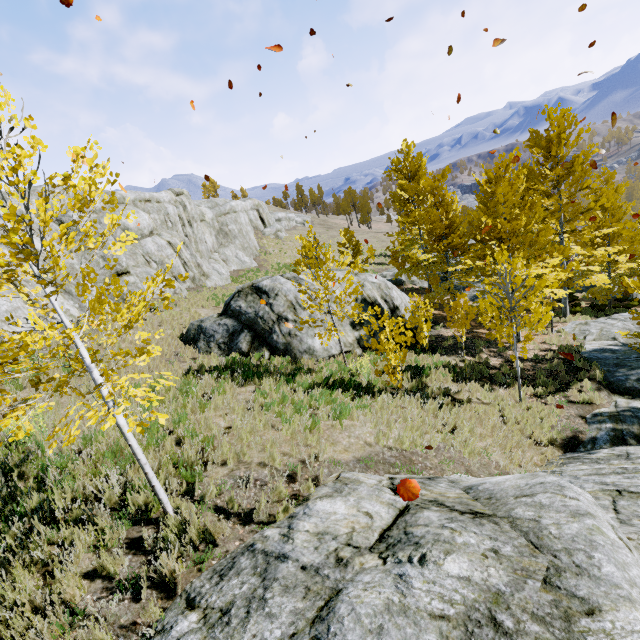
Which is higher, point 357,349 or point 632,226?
point 632,226

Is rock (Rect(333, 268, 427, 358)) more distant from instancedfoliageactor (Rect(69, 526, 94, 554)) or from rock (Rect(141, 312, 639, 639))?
rock (Rect(141, 312, 639, 639))

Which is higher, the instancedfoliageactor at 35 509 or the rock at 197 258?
the rock at 197 258

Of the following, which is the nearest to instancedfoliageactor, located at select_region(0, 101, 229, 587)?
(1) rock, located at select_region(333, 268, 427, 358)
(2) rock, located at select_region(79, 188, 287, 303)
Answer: (2) rock, located at select_region(79, 188, 287, 303)

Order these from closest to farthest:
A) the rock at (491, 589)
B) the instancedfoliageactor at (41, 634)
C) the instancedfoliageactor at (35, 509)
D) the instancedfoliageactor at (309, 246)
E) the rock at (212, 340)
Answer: the rock at (491, 589) → the instancedfoliageactor at (41, 634) → the instancedfoliageactor at (35, 509) → the instancedfoliageactor at (309, 246) → the rock at (212, 340)

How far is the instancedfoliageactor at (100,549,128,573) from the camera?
3.91m

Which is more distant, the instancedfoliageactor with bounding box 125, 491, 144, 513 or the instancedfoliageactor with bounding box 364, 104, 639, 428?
the instancedfoliageactor with bounding box 364, 104, 639, 428

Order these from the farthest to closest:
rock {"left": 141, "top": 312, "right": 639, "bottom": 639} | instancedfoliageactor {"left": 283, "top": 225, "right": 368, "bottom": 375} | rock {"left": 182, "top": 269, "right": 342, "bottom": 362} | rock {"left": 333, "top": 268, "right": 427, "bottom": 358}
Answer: rock {"left": 333, "top": 268, "right": 427, "bottom": 358} < rock {"left": 182, "top": 269, "right": 342, "bottom": 362} < instancedfoliageactor {"left": 283, "top": 225, "right": 368, "bottom": 375} < rock {"left": 141, "top": 312, "right": 639, "bottom": 639}
